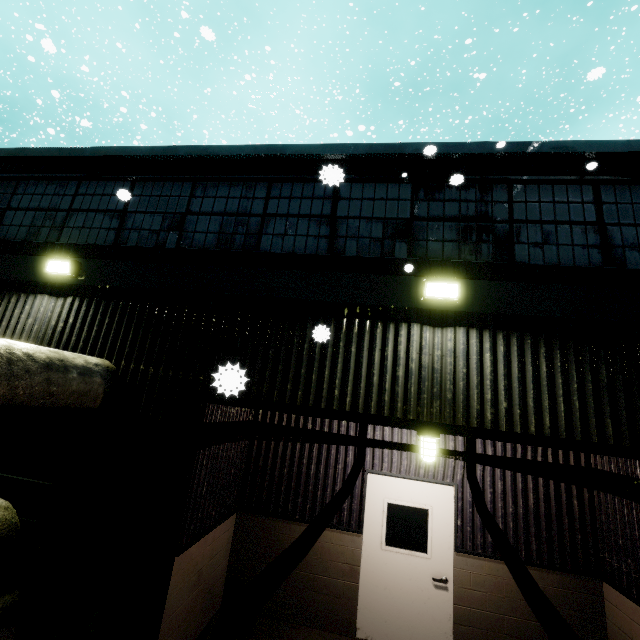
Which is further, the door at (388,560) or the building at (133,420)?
the door at (388,560)

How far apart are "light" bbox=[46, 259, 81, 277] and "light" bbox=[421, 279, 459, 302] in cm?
564

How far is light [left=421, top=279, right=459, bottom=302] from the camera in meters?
4.3

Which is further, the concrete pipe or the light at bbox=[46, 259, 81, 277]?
the light at bbox=[46, 259, 81, 277]

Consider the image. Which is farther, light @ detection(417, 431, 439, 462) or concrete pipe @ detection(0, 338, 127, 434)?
light @ detection(417, 431, 439, 462)

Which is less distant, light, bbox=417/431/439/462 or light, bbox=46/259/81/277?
light, bbox=417/431/439/462

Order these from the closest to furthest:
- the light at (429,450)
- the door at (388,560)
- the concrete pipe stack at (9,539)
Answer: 1. the concrete pipe stack at (9,539)
2. the light at (429,450)
3. the door at (388,560)

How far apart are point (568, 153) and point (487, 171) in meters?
1.1
